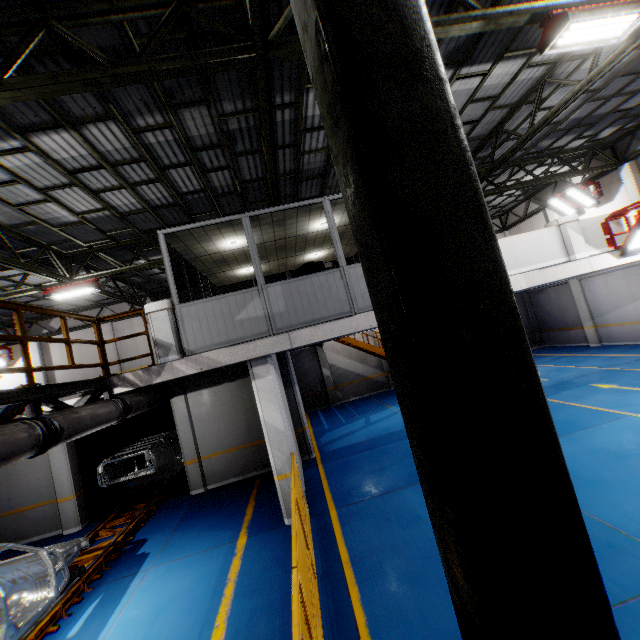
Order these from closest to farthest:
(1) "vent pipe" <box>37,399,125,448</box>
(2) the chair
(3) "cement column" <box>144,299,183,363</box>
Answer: (1) "vent pipe" <box>37,399,125,448</box>, (3) "cement column" <box>144,299,183,363</box>, (2) the chair

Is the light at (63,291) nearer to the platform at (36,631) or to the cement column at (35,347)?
the platform at (36,631)

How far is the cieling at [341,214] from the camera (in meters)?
8.35

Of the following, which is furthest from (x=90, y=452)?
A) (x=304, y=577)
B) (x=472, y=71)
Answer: (x=472, y=71)

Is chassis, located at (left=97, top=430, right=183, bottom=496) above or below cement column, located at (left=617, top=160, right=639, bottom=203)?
below

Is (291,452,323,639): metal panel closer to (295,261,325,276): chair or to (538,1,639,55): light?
(295,261,325,276): chair

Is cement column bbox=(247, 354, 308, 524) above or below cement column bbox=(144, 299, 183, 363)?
below

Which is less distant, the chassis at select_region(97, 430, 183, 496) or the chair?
the chair
